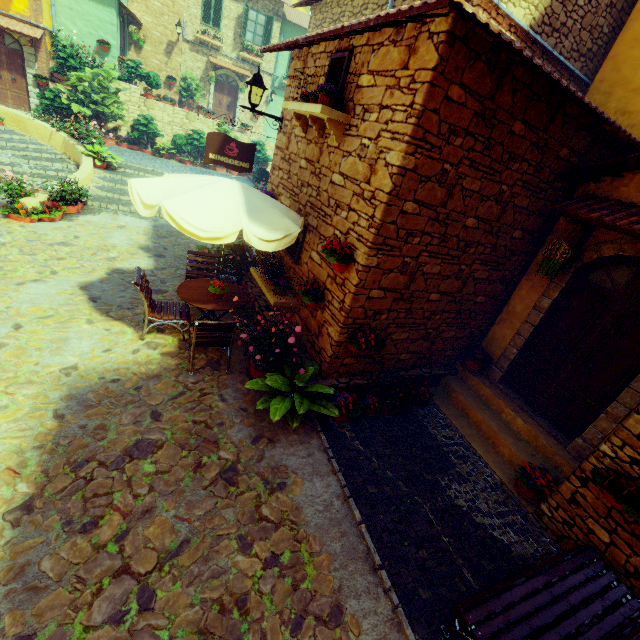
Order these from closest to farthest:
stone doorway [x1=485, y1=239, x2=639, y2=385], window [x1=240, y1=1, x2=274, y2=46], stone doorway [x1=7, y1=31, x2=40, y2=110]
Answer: stone doorway [x1=485, y1=239, x2=639, y2=385] → stone doorway [x1=7, y1=31, x2=40, y2=110] → window [x1=240, y1=1, x2=274, y2=46]

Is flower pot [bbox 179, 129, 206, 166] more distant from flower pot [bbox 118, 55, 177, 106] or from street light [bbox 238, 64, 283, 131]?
street light [bbox 238, 64, 283, 131]

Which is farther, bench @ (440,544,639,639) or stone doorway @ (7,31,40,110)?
stone doorway @ (7,31,40,110)

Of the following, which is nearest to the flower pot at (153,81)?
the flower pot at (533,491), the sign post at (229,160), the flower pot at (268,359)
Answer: the sign post at (229,160)

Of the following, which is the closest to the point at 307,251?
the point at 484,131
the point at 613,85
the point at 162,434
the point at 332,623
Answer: the point at 484,131

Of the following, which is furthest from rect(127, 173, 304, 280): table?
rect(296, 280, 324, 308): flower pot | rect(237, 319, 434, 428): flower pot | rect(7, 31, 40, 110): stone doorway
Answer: rect(7, 31, 40, 110): stone doorway

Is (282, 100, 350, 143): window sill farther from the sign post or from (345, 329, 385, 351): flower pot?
(345, 329, 385, 351): flower pot

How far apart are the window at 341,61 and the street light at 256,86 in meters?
1.6 m
